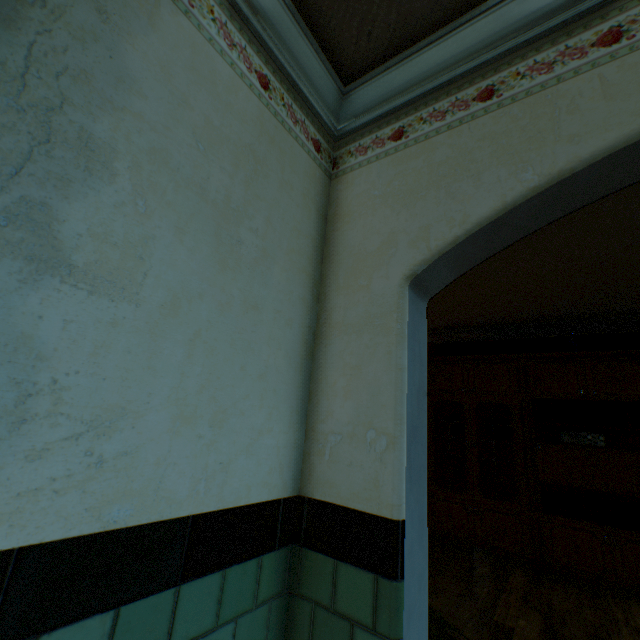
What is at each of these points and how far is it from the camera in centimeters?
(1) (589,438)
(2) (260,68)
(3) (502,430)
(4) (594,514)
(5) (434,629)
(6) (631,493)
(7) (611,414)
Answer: (1) amplifier, 386cm
(2) building, 141cm
(3) plate, 466cm
(4) book, 376cm
(5) plant, 143cm
(6) cabinet, 353cm
(7) book, 388cm

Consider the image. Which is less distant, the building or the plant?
the building

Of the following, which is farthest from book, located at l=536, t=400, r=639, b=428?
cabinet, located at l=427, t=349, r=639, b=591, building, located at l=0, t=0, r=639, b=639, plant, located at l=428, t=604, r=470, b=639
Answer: plant, located at l=428, t=604, r=470, b=639

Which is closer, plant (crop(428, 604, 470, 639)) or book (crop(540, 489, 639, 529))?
plant (crop(428, 604, 470, 639))

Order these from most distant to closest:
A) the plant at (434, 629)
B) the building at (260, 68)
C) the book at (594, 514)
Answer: the book at (594, 514) < the plant at (434, 629) < the building at (260, 68)

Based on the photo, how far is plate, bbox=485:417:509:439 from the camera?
4.6 meters

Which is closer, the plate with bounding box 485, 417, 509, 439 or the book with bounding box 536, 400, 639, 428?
the book with bounding box 536, 400, 639, 428

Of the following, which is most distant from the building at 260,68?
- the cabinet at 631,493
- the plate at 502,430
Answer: the plate at 502,430
